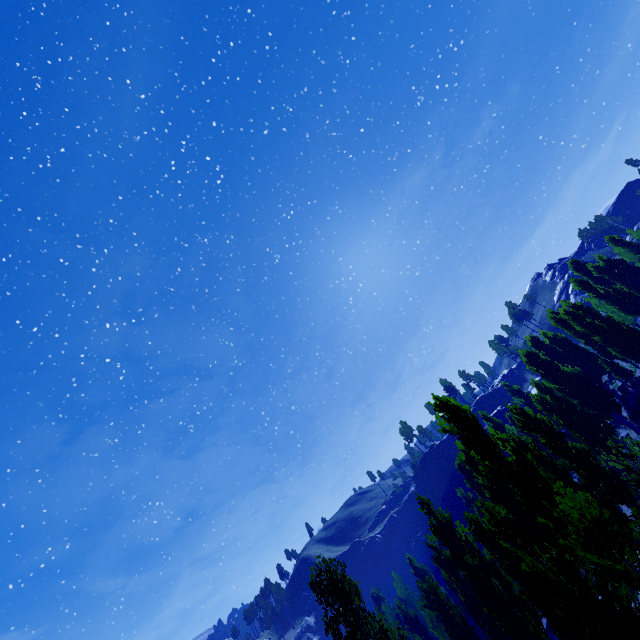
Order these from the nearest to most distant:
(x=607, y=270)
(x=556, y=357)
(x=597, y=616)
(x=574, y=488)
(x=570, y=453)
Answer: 1. (x=597, y=616)
2. (x=574, y=488)
3. (x=570, y=453)
4. (x=607, y=270)
5. (x=556, y=357)

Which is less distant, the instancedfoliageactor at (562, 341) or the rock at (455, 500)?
the instancedfoliageactor at (562, 341)

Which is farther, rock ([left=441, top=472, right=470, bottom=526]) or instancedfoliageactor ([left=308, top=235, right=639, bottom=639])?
rock ([left=441, top=472, right=470, bottom=526])

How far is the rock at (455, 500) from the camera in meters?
54.1

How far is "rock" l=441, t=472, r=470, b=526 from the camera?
54.1m
